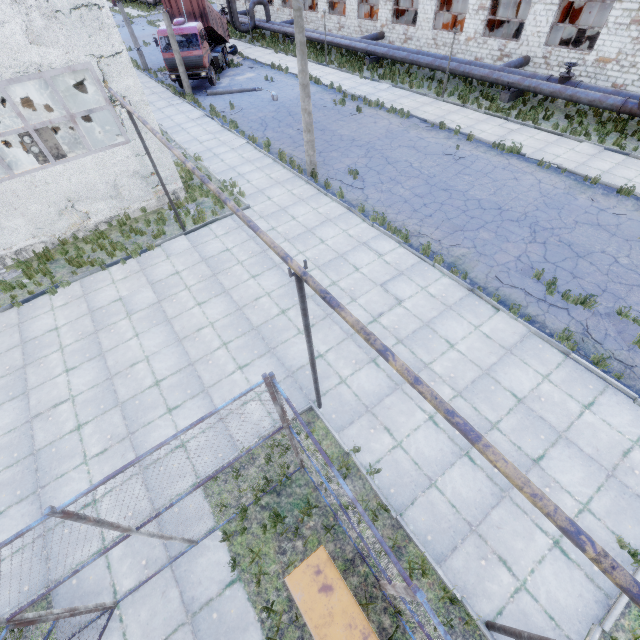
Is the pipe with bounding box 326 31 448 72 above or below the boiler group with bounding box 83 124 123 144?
below

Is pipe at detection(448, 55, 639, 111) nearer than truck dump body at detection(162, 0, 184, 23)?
Yes

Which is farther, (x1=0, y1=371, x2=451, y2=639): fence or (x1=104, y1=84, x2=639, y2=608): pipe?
(x1=0, y1=371, x2=451, y2=639): fence

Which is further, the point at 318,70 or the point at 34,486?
the point at 318,70

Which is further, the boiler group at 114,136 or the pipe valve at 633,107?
the pipe valve at 633,107

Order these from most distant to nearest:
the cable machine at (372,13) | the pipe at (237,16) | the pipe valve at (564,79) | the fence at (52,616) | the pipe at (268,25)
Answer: the pipe at (237,16) → the pipe at (268,25) → the cable machine at (372,13) → the pipe valve at (564,79) → the fence at (52,616)

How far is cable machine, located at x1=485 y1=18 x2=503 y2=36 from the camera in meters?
24.4 m

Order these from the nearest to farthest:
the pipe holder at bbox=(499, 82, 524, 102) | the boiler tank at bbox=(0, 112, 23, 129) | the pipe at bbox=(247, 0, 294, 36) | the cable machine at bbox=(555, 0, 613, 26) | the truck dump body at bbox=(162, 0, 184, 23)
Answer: the pipe holder at bbox=(499, 82, 524, 102) < the boiler tank at bbox=(0, 112, 23, 129) < the truck dump body at bbox=(162, 0, 184, 23) < the cable machine at bbox=(555, 0, 613, 26) < the pipe at bbox=(247, 0, 294, 36)
